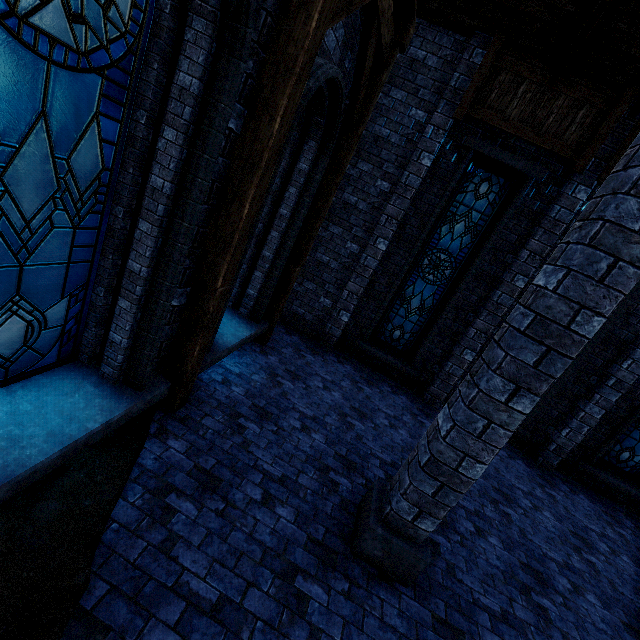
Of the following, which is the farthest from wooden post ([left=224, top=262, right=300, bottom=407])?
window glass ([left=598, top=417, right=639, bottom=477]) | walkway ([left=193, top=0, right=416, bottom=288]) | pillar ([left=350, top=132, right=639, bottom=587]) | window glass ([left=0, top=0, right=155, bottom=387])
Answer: window glass ([left=598, top=417, right=639, bottom=477])

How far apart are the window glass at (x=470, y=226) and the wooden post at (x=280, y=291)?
2.1 meters

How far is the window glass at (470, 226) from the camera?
7.1 meters

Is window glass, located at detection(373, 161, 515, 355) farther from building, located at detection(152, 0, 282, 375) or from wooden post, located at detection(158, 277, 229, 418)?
wooden post, located at detection(158, 277, 229, 418)

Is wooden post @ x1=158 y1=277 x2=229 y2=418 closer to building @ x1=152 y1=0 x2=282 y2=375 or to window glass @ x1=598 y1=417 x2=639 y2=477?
building @ x1=152 y1=0 x2=282 y2=375

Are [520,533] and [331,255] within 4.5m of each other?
no

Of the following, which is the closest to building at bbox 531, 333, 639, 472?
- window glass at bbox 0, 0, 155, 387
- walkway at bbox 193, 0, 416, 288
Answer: walkway at bbox 193, 0, 416, 288

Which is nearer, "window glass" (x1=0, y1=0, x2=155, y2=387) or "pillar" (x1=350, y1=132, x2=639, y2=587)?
"window glass" (x1=0, y1=0, x2=155, y2=387)
